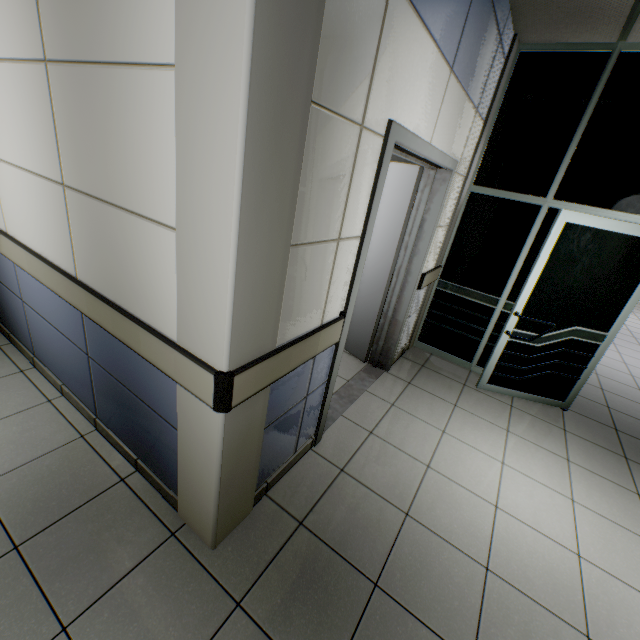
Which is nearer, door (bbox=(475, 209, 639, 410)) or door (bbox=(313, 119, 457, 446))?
door (bbox=(313, 119, 457, 446))

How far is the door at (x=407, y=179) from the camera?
1.8 meters

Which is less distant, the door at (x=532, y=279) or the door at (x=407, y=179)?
the door at (x=407, y=179)

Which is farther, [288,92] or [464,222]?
[464,222]

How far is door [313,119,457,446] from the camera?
1.8m
